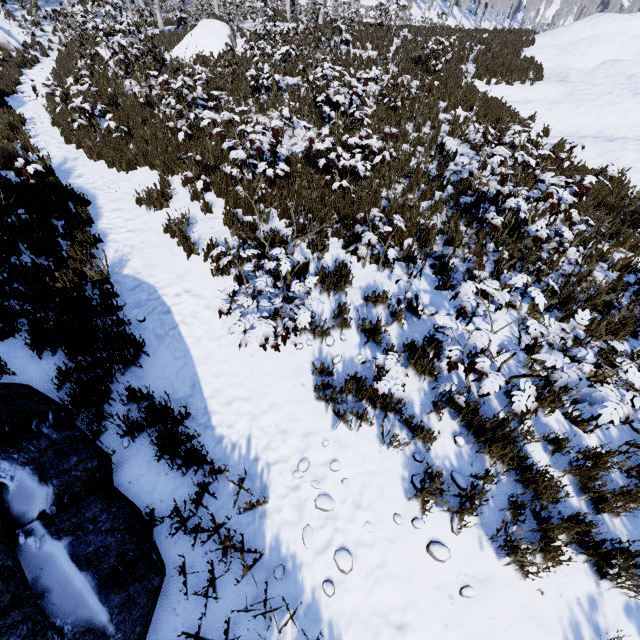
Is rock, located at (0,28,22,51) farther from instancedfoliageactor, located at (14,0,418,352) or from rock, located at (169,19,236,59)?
rock, located at (169,19,236,59)

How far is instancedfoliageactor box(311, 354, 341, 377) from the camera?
4.08m

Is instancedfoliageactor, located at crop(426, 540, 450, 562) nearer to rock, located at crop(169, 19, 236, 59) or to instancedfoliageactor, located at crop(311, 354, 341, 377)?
instancedfoliageactor, located at crop(311, 354, 341, 377)

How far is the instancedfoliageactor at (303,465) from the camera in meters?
3.7 m

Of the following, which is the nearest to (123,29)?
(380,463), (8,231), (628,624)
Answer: (8,231)

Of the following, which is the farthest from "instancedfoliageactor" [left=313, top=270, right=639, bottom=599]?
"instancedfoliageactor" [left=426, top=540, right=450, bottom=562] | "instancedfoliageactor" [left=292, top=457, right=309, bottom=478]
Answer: "instancedfoliageactor" [left=426, top=540, right=450, bottom=562]

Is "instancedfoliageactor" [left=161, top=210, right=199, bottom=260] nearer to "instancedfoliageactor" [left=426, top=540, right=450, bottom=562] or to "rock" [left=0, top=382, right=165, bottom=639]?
"rock" [left=0, top=382, right=165, bottom=639]

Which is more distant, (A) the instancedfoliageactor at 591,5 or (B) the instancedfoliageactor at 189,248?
(A) the instancedfoliageactor at 591,5
